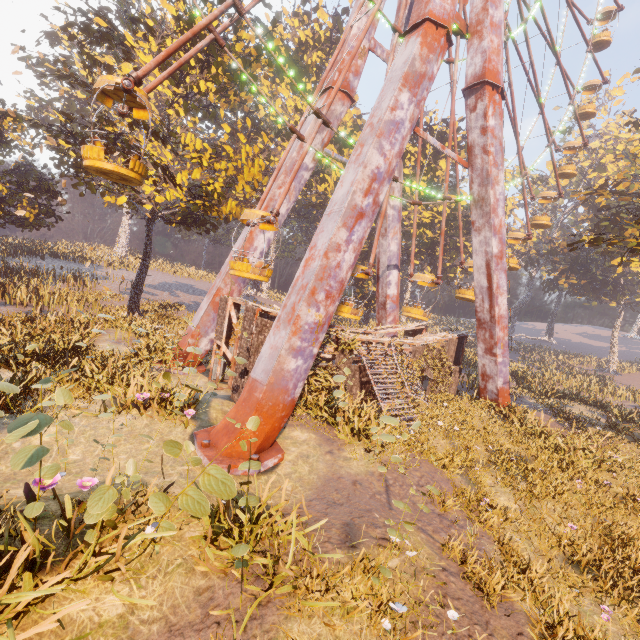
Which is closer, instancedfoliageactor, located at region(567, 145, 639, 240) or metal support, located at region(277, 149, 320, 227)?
metal support, located at region(277, 149, 320, 227)

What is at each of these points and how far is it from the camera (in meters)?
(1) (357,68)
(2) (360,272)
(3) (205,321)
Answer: (1) metal support, 16.77
(2) ferris wheel, 15.91
(3) metal support, 15.77

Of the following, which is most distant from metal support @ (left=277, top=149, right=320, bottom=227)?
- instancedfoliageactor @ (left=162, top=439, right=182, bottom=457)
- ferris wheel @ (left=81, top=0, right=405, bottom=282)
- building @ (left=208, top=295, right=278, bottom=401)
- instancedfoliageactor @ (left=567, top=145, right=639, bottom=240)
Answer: instancedfoliageactor @ (left=567, top=145, right=639, bottom=240)

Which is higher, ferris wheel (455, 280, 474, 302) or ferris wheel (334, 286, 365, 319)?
ferris wheel (455, 280, 474, 302)

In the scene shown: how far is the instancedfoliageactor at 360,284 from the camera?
19.6 meters

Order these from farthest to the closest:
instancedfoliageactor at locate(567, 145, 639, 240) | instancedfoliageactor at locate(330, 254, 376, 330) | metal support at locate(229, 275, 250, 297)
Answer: instancedfoliageactor at locate(567, 145, 639, 240) < instancedfoliageactor at locate(330, 254, 376, 330) < metal support at locate(229, 275, 250, 297)

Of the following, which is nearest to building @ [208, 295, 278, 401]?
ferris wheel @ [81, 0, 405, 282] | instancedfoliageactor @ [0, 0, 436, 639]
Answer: instancedfoliageactor @ [0, 0, 436, 639]

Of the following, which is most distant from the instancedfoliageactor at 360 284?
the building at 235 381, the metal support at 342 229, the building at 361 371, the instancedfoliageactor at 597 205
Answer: the instancedfoliageactor at 597 205
